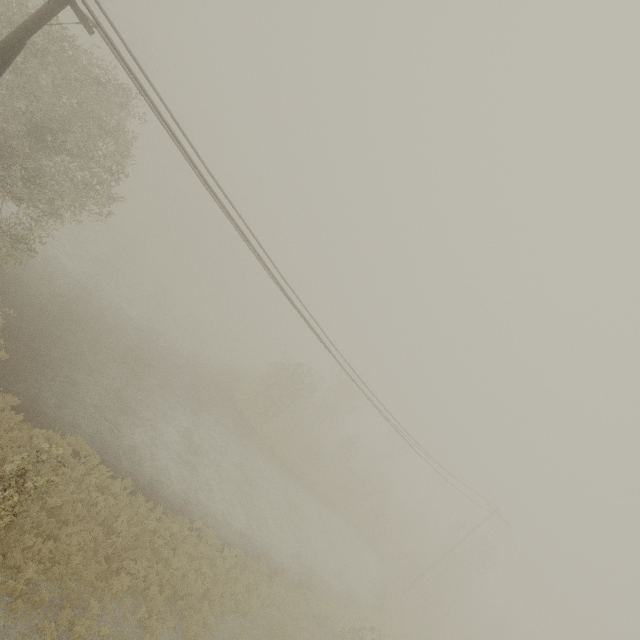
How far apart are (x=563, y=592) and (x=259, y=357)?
47.2 meters
